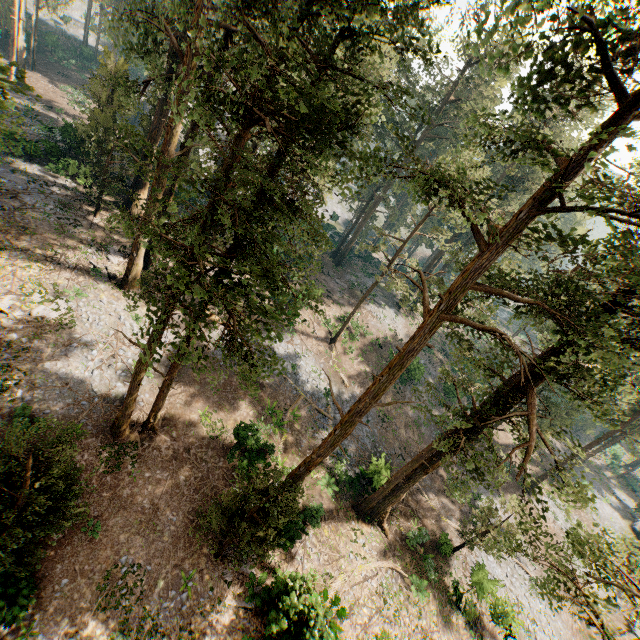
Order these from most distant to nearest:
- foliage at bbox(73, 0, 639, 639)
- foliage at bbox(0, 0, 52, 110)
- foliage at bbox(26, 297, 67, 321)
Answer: foliage at bbox(26, 297, 67, 321) < foliage at bbox(0, 0, 52, 110) < foliage at bbox(73, 0, 639, 639)

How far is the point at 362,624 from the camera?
17.7m

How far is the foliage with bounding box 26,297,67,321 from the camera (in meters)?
17.85

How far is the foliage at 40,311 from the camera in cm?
1785

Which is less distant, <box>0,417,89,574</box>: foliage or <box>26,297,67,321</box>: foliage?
<box>0,417,89,574</box>: foliage

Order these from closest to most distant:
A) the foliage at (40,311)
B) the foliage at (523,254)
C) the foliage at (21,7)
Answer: the foliage at (523,254) < the foliage at (21,7) < the foliage at (40,311)

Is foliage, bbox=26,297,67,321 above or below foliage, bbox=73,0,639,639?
below

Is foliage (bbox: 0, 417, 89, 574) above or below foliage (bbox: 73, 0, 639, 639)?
below
